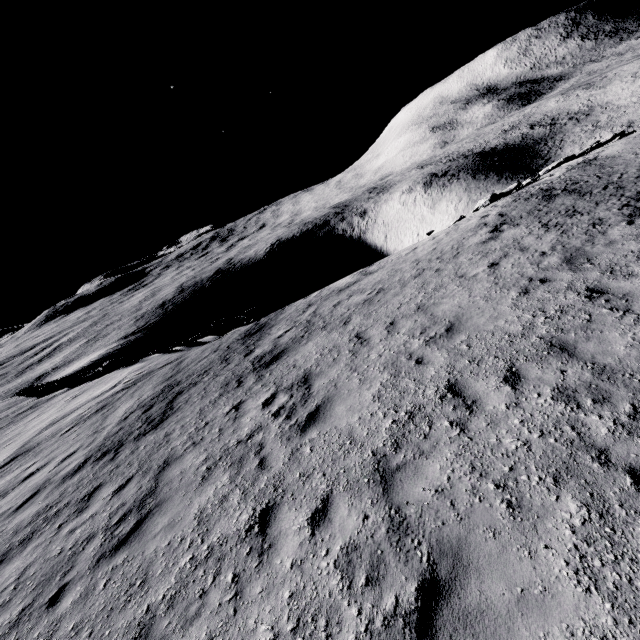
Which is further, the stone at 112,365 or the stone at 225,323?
the stone at 112,365

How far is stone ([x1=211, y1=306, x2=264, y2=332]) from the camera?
19.3m

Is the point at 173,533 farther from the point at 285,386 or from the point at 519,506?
the point at 519,506

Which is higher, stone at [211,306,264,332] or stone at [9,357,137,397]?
stone at [9,357,137,397]

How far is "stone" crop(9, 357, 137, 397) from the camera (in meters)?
21.37

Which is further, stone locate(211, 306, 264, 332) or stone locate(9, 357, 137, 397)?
stone locate(9, 357, 137, 397)

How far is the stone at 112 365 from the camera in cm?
2137
